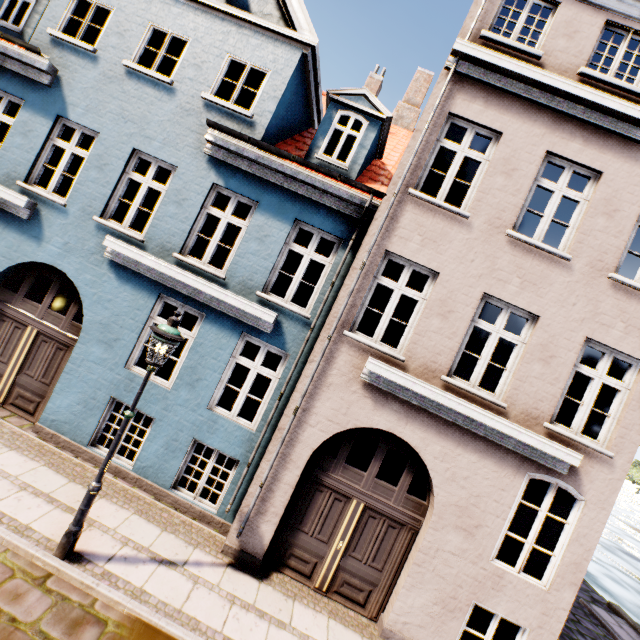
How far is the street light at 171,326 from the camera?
4.6 meters

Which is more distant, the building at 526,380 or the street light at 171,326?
the building at 526,380

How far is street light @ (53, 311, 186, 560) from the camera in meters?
4.6 m

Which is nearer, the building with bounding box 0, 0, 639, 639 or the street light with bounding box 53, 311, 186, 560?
the street light with bounding box 53, 311, 186, 560

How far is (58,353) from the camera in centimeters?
720cm
